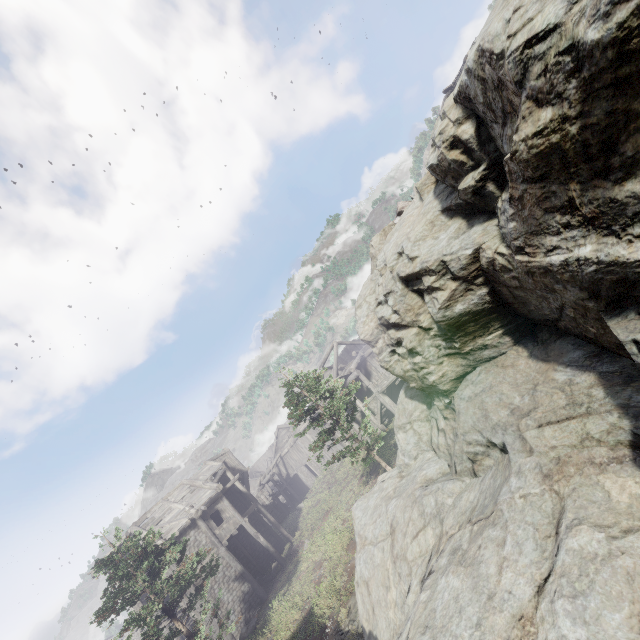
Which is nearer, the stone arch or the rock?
the rock

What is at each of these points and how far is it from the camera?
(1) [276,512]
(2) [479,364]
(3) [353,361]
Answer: (1) stone arch, 42.4m
(2) rock, 7.1m
(3) building, 27.5m

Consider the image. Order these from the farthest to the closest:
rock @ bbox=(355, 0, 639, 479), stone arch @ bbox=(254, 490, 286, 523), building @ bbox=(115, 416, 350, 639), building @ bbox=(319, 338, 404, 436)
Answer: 1. stone arch @ bbox=(254, 490, 286, 523)
2. building @ bbox=(319, 338, 404, 436)
3. building @ bbox=(115, 416, 350, 639)
4. rock @ bbox=(355, 0, 639, 479)

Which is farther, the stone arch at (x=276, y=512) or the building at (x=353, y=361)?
the stone arch at (x=276, y=512)

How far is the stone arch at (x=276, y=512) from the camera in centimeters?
4206cm

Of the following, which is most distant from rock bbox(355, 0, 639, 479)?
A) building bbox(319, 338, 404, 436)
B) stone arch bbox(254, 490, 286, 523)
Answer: stone arch bbox(254, 490, 286, 523)

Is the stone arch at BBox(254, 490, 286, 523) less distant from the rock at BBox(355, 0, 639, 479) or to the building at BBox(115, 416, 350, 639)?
the building at BBox(115, 416, 350, 639)
